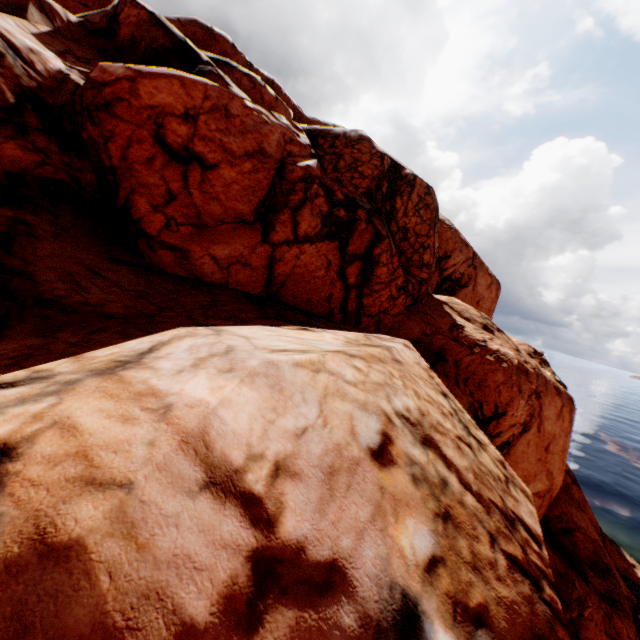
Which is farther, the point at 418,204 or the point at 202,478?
the point at 418,204
